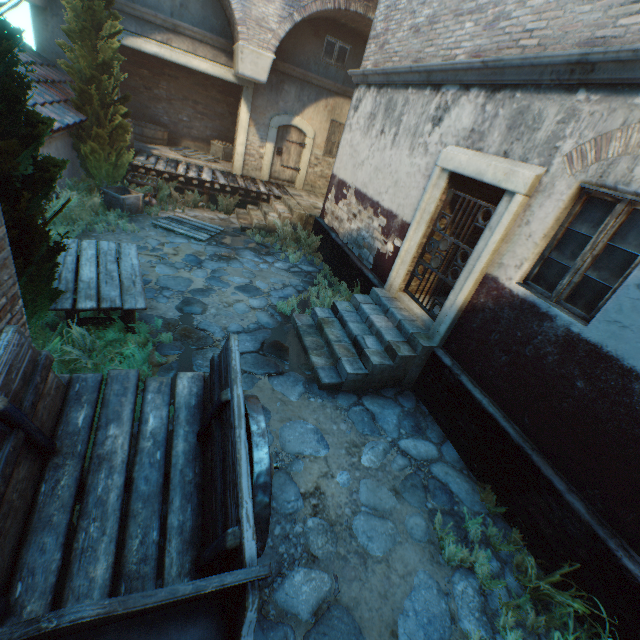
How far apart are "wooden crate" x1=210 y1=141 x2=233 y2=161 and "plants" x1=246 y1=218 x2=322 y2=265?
5.7m

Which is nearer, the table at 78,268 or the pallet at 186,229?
the table at 78,268

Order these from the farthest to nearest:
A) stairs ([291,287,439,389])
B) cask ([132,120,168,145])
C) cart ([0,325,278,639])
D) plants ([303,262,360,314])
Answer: cask ([132,120,168,145]) → plants ([303,262,360,314]) → stairs ([291,287,439,389]) → cart ([0,325,278,639])

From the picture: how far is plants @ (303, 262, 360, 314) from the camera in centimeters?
687cm

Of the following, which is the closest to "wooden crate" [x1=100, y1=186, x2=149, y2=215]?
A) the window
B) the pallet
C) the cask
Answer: the pallet

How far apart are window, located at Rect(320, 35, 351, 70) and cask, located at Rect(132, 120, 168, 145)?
6.5 meters

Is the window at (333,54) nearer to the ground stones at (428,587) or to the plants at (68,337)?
the ground stones at (428,587)

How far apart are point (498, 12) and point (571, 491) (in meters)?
6.64
